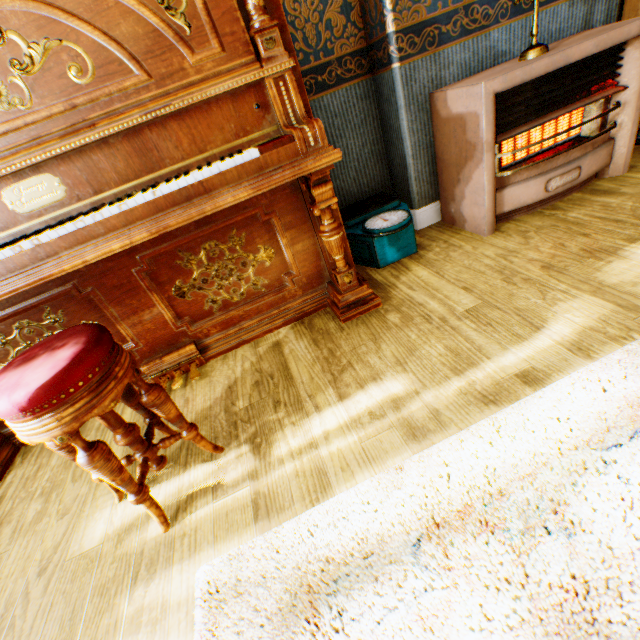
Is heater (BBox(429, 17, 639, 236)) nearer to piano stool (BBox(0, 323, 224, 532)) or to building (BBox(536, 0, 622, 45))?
building (BBox(536, 0, 622, 45))

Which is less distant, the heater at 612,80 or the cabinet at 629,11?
the heater at 612,80

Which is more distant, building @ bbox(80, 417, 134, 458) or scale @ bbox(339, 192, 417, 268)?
scale @ bbox(339, 192, 417, 268)

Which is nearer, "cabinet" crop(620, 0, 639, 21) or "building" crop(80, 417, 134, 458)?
"building" crop(80, 417, 134, 458)

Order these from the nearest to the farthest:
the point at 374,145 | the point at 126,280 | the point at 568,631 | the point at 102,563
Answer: the point at 568,631
the point at 102,563
the point at 126,280
the point at 374,145

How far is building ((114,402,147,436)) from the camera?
1.7 meters

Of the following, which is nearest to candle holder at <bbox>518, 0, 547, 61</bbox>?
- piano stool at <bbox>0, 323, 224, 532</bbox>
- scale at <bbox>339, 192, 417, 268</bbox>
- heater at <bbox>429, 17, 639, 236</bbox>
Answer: heater at <bbox>429, 17, 639, 236</bbox>

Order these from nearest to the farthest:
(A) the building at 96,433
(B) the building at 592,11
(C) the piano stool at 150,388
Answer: (C) the piano stool at 150,388 < (A) the building at 96,433 < (B) the building at 592,11
